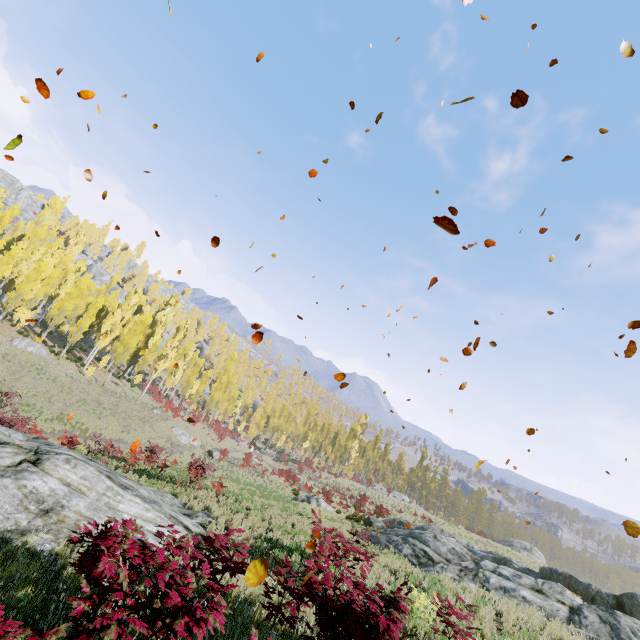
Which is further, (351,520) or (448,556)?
(351,520)

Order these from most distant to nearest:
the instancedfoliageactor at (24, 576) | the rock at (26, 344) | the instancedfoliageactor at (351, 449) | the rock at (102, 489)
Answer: the instancedfoliageactor at (351, 449) < the rock at (26, 344) < the rock at (102, 489) < the instancedfoliageactor at (24, 576)

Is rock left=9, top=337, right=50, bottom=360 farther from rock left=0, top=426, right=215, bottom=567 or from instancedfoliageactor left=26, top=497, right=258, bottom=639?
rock left=0, top=426, right=215, bottom=567

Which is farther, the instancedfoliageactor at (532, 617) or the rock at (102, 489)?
the instancedfoliageactor at (532, 617)

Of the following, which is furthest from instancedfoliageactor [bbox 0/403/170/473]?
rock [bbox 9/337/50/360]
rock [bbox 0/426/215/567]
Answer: rock [bbox 0/426/215/567]

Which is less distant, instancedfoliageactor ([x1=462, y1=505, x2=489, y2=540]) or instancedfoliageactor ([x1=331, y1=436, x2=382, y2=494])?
instancedfoliageactor ([x1=462, y1=505, x2=489, y2=540])

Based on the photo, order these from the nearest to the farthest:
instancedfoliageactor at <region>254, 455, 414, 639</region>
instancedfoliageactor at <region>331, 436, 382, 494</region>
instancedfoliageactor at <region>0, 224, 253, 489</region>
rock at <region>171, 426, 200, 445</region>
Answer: instancedfoliageactor at <region>254, 455, 414, 639</region> < instancedfoliageactor at <region>0, 224, 253, 489</region> < rock at <region>171, 426, 200, 445</region> < instancedfoliageactor at <region>331, 436, 382, 494</region>
